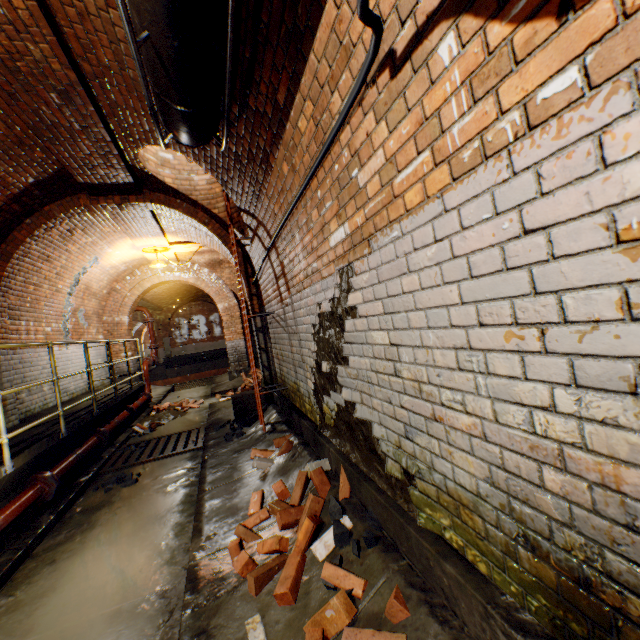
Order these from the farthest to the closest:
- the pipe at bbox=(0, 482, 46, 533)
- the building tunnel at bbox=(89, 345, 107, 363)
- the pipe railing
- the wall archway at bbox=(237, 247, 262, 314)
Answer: the building tunnel at bbox=(89, 345, 107, 363)
the wall archway at bbox=(237, 247, 262, 314)
the pipe at bbox=(0, 482, 46, 533)
the pipe railing

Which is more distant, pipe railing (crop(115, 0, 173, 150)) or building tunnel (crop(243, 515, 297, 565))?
building tunnel (crop(243, 515, 297, 565))

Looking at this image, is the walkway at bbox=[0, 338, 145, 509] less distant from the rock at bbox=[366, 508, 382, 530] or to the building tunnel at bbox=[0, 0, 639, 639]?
the building tunnel at bbox=[0, 0, 639, 639]

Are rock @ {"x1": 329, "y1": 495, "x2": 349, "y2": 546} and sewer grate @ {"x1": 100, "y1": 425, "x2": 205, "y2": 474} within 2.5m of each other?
no

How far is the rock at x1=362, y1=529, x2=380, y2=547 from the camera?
2.0m

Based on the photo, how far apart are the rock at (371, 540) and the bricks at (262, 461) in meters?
1.7

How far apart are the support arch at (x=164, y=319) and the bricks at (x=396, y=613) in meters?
24.0 m

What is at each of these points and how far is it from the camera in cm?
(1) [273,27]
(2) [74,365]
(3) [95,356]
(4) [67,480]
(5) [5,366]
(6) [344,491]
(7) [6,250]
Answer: (1) building tunnel, 197
(2) building tunnel, 831
(3) building tunnel, 977
(4) walkway, 461
(5) wall archway, 532
(6) bricks, 264
(7) wall archway, 532
